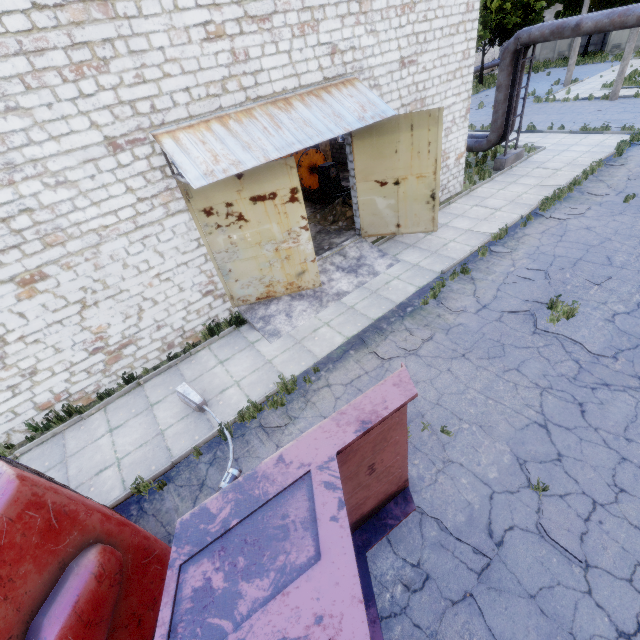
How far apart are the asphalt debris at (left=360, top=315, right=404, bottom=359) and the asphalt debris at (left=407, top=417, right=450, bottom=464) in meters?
1.7 m

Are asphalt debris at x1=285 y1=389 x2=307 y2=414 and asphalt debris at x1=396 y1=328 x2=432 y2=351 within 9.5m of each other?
yes

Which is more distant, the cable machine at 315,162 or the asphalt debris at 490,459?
the cable machine at 315,162

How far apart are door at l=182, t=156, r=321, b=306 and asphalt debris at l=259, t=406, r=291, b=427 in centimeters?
355cm

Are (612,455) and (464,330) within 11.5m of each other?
yes

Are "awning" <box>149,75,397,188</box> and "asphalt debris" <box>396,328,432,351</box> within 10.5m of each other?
yes

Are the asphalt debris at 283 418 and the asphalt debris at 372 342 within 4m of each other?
yes

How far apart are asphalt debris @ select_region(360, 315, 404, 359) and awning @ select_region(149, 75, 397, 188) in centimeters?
480cm
